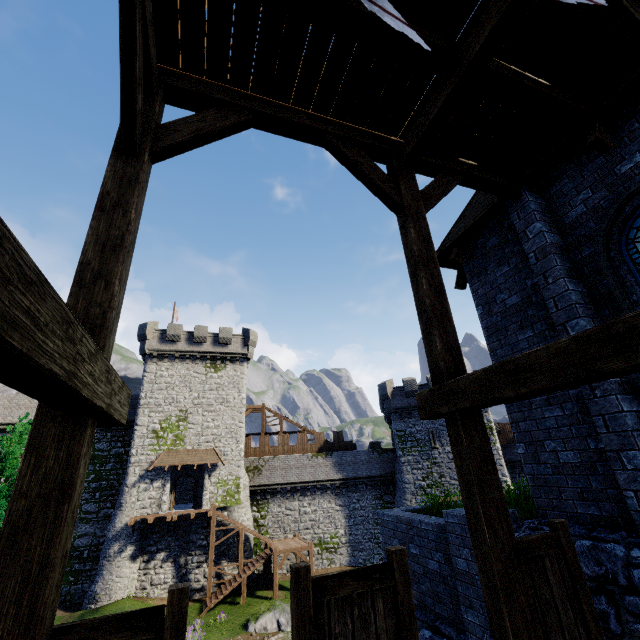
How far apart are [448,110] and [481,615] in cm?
811

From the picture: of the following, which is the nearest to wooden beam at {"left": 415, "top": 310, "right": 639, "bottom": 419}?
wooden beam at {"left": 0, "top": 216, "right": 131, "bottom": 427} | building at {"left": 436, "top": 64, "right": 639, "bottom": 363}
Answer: building at {"left": 436, "top": 64, "right": 639, "bottom": 363}

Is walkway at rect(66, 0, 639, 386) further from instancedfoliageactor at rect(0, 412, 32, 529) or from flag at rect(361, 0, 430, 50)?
instancedfoliageactor at rect(0, 412, 32, 529)

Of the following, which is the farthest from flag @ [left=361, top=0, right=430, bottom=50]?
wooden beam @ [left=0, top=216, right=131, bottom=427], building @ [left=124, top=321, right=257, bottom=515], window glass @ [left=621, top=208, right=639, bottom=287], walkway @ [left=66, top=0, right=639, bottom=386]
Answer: building @ [left=124, top=321, right=257, bottom=515]

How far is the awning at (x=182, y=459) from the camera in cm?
2798

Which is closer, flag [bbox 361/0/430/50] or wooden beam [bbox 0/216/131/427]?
wooden beam [bbox 0/216/131/427]

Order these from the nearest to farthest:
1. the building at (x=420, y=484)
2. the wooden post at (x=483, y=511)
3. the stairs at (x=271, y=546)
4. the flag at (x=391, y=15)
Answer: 1. the flag at (x=391, y=15)
2. the wooden post at (x=483, y=511)
3. the stairs at (x=271, y=546)
4. the building at (x=420, y=484)

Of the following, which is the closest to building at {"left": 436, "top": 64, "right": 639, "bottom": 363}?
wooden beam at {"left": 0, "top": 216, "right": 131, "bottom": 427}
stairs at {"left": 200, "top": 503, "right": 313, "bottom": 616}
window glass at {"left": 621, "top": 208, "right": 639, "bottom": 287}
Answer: window glass at {"left": 621, "top": 208, "right": 639, "bottom": 287}
